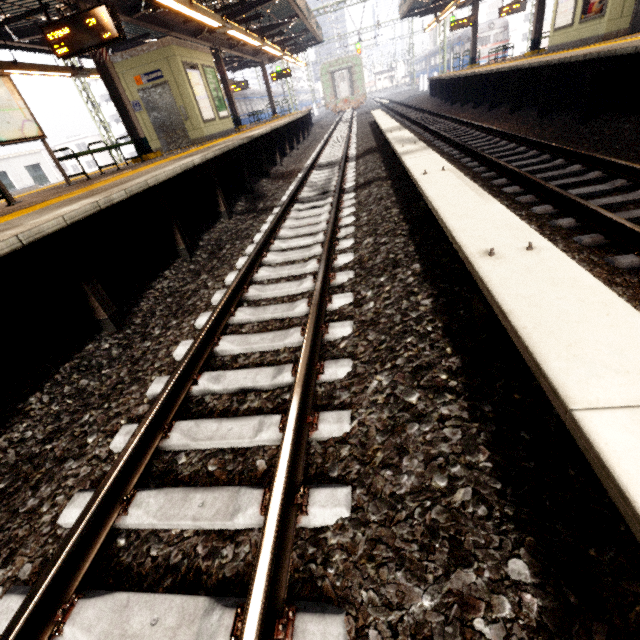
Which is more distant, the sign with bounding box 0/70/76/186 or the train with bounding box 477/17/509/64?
the train with bounding box 477/17/509/64

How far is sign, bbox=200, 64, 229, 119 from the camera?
12.3 meters

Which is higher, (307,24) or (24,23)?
(24,23)

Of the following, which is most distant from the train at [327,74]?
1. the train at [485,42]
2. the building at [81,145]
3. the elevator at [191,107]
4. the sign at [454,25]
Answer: the building at [81,145]

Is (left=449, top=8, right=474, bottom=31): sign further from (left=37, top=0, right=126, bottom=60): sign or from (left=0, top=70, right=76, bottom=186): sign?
(left=0, top=70, right=76, bottom=186): sign

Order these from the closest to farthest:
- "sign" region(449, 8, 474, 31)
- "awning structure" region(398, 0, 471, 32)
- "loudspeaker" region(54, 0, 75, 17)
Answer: "loudspeaker" region(54, 0, 75, 17)
"awning structure" region(398, 0, 471, 32)
"sign" region(449, 8, 474, 31)

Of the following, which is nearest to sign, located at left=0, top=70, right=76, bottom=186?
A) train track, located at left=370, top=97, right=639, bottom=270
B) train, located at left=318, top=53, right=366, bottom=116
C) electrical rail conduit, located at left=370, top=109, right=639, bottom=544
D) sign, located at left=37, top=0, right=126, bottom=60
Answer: sign, located at left=37, top=0, right=126, bottom=60

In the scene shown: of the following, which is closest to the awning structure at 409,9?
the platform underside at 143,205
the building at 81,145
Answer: the platform underside at 143,205
